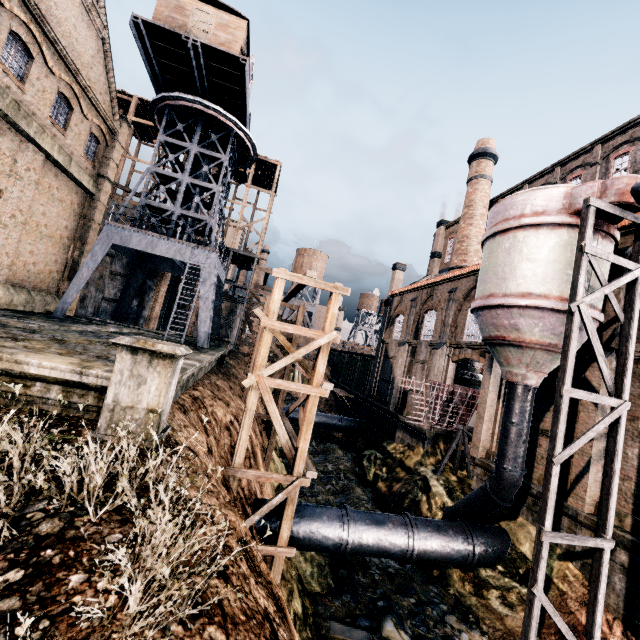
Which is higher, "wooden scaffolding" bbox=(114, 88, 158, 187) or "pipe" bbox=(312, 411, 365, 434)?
"wooden scaffolding" bbox=(114, 88, 158, 187)

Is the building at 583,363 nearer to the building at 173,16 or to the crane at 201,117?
the crane at 201,117

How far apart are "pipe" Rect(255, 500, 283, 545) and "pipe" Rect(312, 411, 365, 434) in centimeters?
1844cm

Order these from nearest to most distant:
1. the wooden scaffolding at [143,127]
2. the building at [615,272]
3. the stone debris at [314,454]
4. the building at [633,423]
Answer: the building at [633,423], the building at [615,272], the stone debris at [314,454], the wooden scaffolding at [143,127]

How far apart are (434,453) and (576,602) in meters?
11.8 m

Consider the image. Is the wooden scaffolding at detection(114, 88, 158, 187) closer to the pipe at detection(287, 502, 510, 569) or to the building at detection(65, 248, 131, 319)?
the building at detection(65, 248, 131, 319)

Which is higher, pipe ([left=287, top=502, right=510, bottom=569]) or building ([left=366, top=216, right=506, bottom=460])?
building ([left=366, top=216, right=506, bottom=460])
